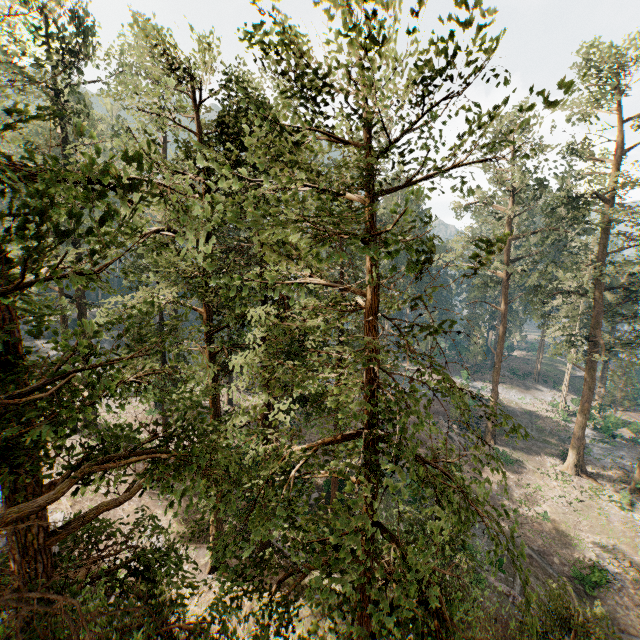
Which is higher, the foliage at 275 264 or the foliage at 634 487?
the foliage at 275 264

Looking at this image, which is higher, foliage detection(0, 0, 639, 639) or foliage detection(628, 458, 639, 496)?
foliage detection(0, 0, 639, 639)

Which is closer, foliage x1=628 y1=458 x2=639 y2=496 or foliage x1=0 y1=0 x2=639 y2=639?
foliage x1=0 y1=0 x2=639 y2=639

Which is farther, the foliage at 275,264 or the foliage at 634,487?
the foliage at 634,487

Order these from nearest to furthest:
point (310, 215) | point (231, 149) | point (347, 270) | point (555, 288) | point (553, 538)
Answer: point (310, 215) < point (231, 149) < point (553, 538) < point (555, 288) < point (347, 270)
